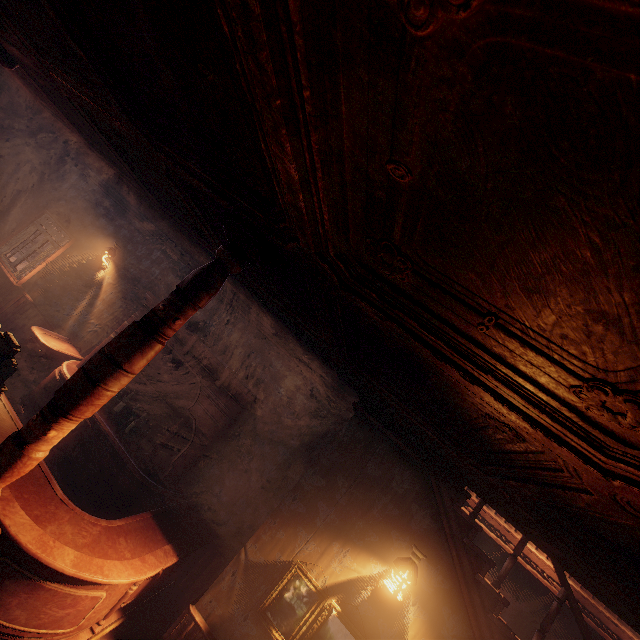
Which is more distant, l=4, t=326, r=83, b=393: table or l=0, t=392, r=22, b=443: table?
l=4, t=326, r=83, b=393: table

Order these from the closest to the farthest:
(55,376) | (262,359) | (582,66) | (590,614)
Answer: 1. (582,66)
2. (590,614)
3. (55,376)
4. (262,359)

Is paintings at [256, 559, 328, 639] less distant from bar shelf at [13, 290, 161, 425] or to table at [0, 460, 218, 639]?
table at [0, 460, 218, 639]

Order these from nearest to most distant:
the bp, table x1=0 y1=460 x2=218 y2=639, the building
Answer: the building
table x1=0 y1=460 x2=218 y2=639
the bp

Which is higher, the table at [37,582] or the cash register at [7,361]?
the cash register at [7,361]

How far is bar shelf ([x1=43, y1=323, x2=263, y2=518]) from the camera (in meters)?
4.70

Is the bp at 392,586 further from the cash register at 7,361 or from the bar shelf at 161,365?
the cash register at 7,361

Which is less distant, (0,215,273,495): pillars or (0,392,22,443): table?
(0,215,273,495): pillars
